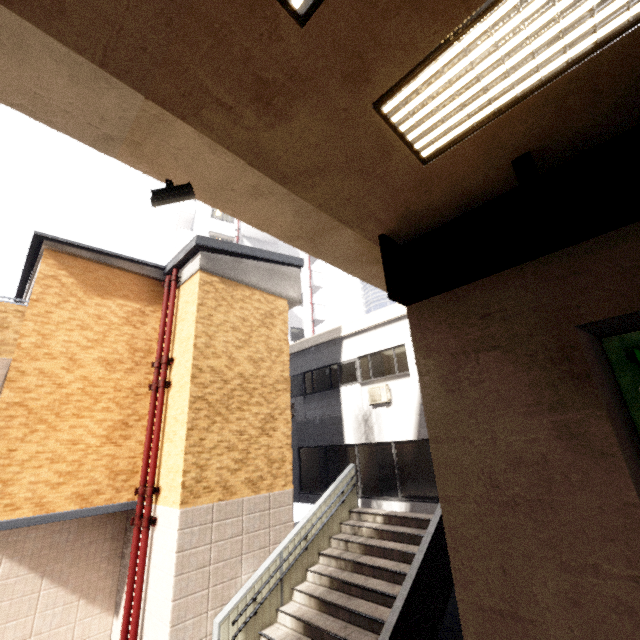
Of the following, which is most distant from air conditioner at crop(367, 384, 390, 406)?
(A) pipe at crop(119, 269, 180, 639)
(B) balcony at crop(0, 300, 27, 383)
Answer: (B) balcony at crop(0, 300, 27, 383)

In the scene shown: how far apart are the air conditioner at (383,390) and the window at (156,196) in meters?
8.5 m

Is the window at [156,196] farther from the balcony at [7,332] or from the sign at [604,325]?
the balcony at [7,332]

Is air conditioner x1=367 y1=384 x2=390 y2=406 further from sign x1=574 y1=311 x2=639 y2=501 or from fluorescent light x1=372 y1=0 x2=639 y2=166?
fluorescent light x1=372 y1=0 x2=639 y2=166

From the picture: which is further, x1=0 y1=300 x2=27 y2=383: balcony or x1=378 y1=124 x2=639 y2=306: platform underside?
x1=0 y1=300 x2=27 y2=383: balcony

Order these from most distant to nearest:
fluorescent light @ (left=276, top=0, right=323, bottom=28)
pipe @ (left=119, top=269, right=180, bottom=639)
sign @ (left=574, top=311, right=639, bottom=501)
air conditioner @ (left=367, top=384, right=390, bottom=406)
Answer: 1. air conditioner @ (left=367, top=384, right=390, bottom=406)
2. pipe @ (left=119, top=269, right=180, bottom=639)
3. sign @ (left=574, top=311, right=639, bottom=501)
4. fluorescent light @ (left=276, top=0, right=323, bottom=28)

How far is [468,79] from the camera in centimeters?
285cm

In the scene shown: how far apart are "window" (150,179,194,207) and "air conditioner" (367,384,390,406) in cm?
852
